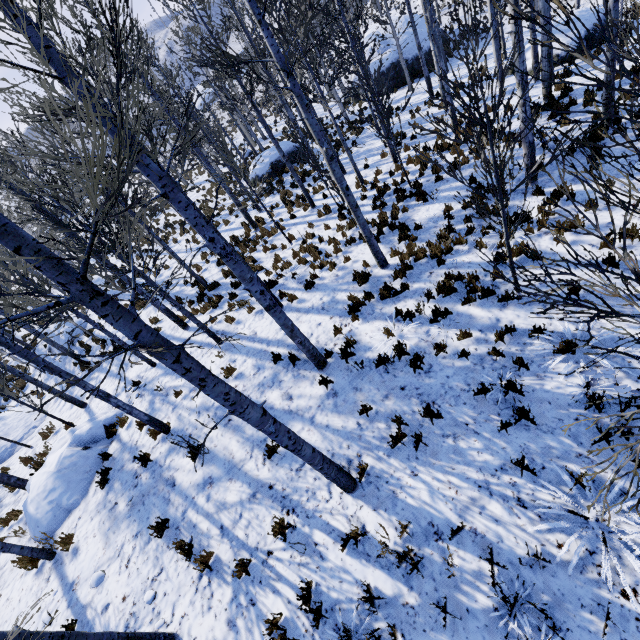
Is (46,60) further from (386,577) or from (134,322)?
(386,577)

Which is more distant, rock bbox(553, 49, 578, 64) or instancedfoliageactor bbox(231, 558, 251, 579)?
rock bbox(553, 49, 578, 64)

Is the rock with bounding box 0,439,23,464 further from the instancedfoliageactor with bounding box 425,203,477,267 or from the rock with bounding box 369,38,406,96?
the rock with bounding box 369,38,406,96

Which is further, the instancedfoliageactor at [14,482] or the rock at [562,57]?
the rock at [562,57]

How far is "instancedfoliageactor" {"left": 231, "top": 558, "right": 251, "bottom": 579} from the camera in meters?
4.8

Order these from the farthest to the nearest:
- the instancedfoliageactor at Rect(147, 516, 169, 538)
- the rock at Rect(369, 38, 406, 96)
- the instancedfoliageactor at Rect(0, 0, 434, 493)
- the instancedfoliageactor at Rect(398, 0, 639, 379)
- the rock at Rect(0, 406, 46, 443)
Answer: the rock at Rect(369, 38, 406, 96) < the rock at Rect(0, 406, 46, 443) < the instancedfoliageactor at Rect(147, 516, 169, 538) < the instancedfoliageactor at Rect(0, 0, 434, 493) < the instancedfoliageactor at Rect(398, 0, 639, 379)

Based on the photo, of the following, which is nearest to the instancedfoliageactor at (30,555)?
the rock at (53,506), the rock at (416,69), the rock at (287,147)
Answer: the rock at (53,506)
